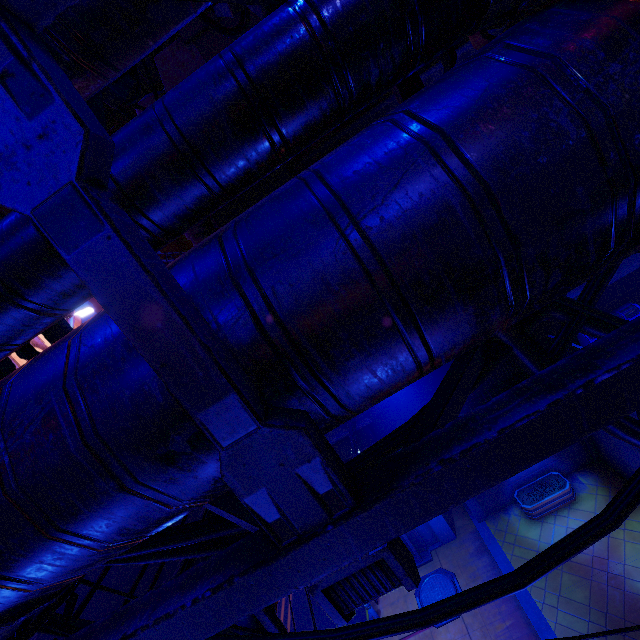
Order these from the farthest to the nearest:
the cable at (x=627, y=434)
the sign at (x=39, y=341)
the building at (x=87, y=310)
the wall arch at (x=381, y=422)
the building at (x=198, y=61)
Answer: the building at (x=87, y=310)
the sign at (x=39, y=341)
the wall arch at (x=381, y=422)
the building at (x=198, y=61)
the cable at (x=627, y=434)

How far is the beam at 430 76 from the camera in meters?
12.9 m

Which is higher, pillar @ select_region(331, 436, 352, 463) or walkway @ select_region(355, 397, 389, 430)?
walkway @ select_region(355, 397, 389, 430)

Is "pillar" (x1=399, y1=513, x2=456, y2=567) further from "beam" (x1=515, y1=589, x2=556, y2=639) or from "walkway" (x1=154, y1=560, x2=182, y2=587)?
"beam" (x1=515, y1=589, x2=556, y2=639)

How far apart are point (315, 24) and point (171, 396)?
2.07m

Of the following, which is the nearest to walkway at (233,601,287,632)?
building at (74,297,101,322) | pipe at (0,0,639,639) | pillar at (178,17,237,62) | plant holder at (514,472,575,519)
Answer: pipe at (0,0,639,639)

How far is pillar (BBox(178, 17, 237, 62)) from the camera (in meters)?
14.01

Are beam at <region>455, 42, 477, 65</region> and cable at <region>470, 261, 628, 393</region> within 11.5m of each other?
no
